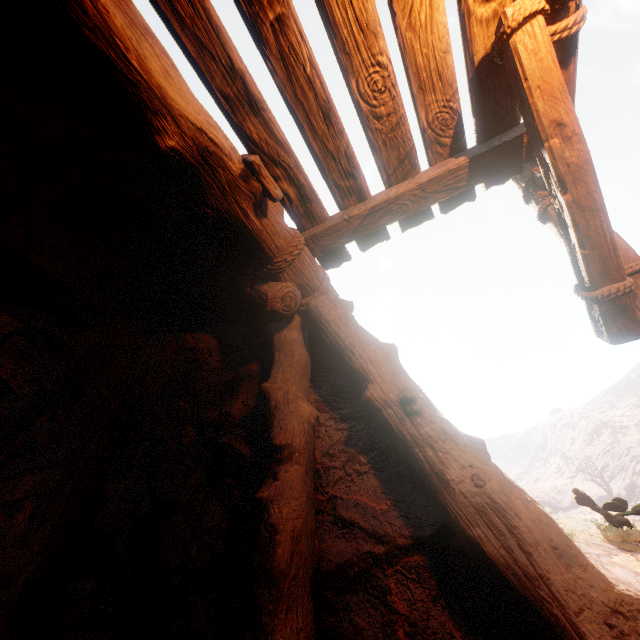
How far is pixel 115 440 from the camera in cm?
307
